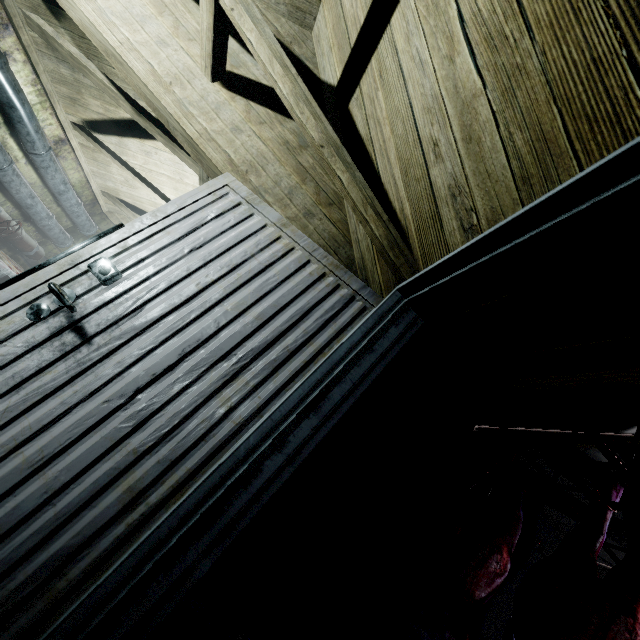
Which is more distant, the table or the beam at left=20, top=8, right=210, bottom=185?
the table

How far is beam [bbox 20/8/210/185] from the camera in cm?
221

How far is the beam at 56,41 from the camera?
2.2 meters

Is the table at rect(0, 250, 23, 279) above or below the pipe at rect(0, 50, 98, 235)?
below

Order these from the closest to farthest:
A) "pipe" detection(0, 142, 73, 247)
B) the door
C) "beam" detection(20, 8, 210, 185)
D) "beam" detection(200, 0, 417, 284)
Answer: the door < "beam" detection(200, 0, 417, 284) < "beam" detection(20, 8, 210, 185) < "pipe" detection(0, 142, 73, 247)

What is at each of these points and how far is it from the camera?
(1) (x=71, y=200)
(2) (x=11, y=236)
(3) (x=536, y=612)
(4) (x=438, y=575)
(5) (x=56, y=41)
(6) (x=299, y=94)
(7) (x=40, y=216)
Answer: (1) pipe, 3.6 meters
(2) pipe, 3.5 meters
(3) meat, 1.0 meters
(4) meat, 1.4 meters
(5) beam, 2.2 meters
(6) beam, 1.2 meters
(7) pipe, 3.5 meters

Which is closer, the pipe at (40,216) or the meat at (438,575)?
the meat at (438,575)

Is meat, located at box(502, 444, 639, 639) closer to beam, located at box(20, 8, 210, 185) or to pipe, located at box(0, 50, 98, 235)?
beam, located at box(20, 8, 210, 185)
